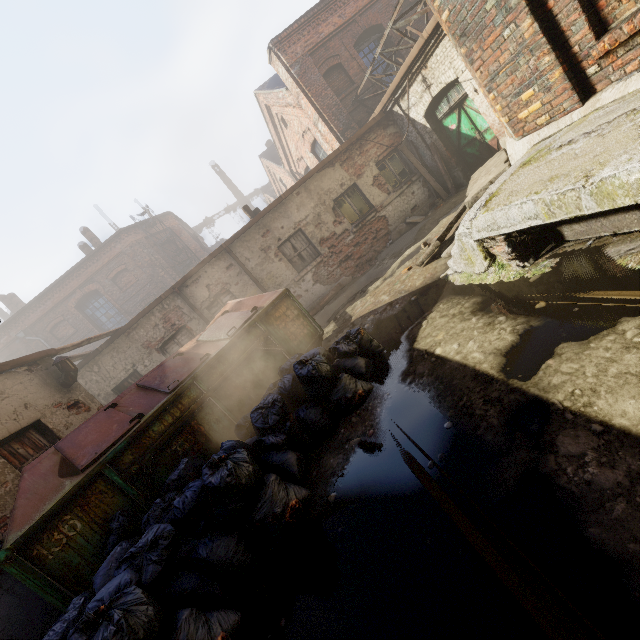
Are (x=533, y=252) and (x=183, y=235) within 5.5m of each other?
no

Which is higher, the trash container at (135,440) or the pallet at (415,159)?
the pallet at (415,159)

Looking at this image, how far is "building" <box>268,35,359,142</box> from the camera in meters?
11.9 m

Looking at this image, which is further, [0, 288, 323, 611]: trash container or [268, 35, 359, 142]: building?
[268, 35, 359, 142]: building

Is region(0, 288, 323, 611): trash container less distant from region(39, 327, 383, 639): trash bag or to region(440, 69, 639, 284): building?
region(39, 327, 383, 639): trash bag

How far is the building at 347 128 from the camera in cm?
1193

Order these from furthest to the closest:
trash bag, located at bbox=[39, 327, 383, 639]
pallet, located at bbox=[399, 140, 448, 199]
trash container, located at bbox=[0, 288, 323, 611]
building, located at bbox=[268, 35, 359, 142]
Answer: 1. building, located at bbox=[268, 35, 359, 142]
2. pallet, located at bbox=[399, 140, 448, 199]
3. trash container, located at bbox=[0, 288, 323, 611]
4. trash bag, located at bbox=[39, 327, 383, 639]

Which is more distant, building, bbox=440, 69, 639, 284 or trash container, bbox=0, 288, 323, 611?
trash container, bbox=0, 288, 323, 611
